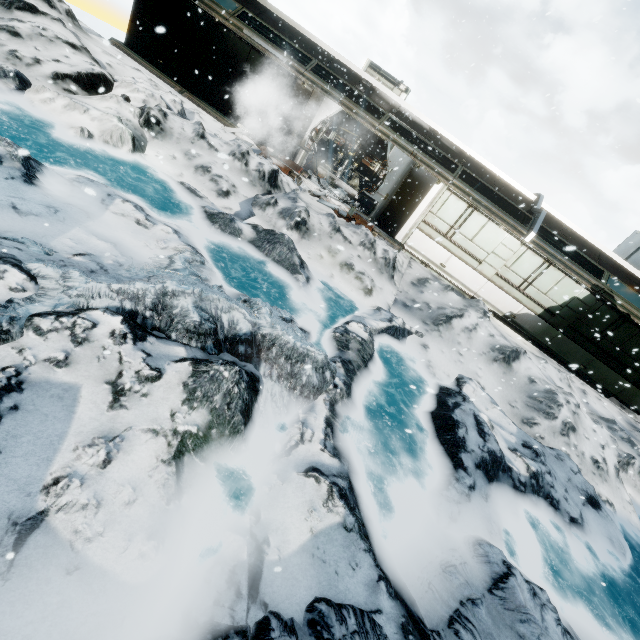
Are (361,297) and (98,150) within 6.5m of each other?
no

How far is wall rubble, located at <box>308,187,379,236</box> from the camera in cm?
1179

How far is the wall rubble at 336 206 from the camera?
11.79m
